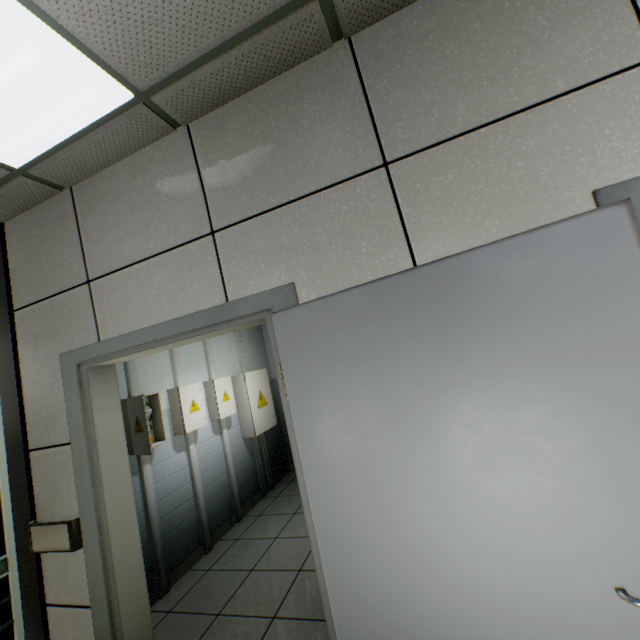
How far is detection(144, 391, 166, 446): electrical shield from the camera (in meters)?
3.18

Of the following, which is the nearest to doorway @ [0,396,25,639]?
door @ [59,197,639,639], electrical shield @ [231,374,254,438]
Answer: door @ [59,197,639,639]

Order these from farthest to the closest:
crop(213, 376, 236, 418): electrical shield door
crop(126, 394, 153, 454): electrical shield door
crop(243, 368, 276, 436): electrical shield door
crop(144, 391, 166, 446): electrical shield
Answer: crop(243, 368, 276, 436): electrical shield door, crop(213, 376, 236, 418): electrical shield door, crop(144, 391, 166, 446): electrical shield, crop(126, 394, 153, 454): electrical shield door

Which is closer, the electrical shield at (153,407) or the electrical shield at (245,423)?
the electrical shield at (153,407)

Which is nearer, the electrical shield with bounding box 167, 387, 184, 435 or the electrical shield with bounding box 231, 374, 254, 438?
the electrical shield with bounding box 167, 387, 184, 435

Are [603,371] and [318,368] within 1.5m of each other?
yes

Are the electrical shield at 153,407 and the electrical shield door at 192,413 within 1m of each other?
yes

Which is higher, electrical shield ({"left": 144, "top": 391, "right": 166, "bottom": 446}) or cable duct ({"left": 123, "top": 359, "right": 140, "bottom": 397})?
cable duct ({"left": 123, "top": 359, "right": 140, "bottom": 397})
